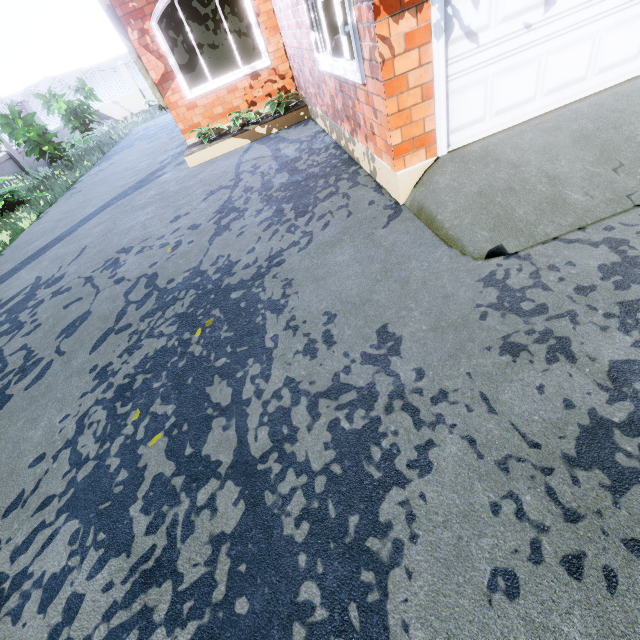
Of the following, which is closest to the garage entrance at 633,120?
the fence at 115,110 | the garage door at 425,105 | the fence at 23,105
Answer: the garage door at 425,105

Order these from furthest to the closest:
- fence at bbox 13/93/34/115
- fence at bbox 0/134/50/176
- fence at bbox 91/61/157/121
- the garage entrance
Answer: fence at bbox 91/61/157/121, fence at bbox 13/93/34/115, fence at bbox 0/134/50/176, the garage entrance

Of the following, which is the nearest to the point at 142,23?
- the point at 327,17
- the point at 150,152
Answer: the point at 150,152

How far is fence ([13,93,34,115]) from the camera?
13.5 meters

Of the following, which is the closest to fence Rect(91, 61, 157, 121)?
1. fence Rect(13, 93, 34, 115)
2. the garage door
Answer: fence Rect(13, 93, 34, 115)

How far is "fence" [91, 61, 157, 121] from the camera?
18.7m

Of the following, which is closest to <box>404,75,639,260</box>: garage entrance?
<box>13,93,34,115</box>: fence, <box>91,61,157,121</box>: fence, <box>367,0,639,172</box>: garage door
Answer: <box>367,0,639,172</box>: garage door
